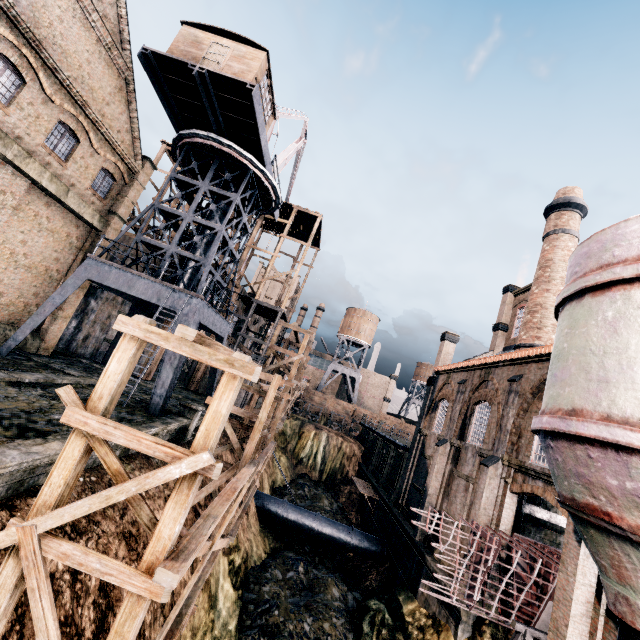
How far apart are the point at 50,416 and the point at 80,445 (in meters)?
7.17

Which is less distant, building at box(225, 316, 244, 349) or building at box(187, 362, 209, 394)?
building at box(187, 362, 209, 394)

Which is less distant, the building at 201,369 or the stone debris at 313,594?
the stone debris at 313,594

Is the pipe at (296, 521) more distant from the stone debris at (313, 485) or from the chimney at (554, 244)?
the chimney at (554, 244)

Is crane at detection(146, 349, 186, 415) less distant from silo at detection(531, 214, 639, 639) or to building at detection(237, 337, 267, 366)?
building at detection(237, 337, 267, 366)

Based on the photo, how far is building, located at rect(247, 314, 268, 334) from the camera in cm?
4434

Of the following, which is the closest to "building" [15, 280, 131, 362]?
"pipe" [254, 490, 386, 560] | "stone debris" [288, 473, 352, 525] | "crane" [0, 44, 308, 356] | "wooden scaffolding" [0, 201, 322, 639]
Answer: "crane" [0, 44, 308, 356]

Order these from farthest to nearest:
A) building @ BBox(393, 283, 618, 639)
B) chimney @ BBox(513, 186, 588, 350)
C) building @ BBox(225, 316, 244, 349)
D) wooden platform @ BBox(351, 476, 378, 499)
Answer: building @ BBox(225, 316, 244, 349) < wooden platform @ BBox(351, 476, 378, 499) < chimney @ BBox(513, 186, 588, 350) < building @ BBox(393, 283, 618, 639)
